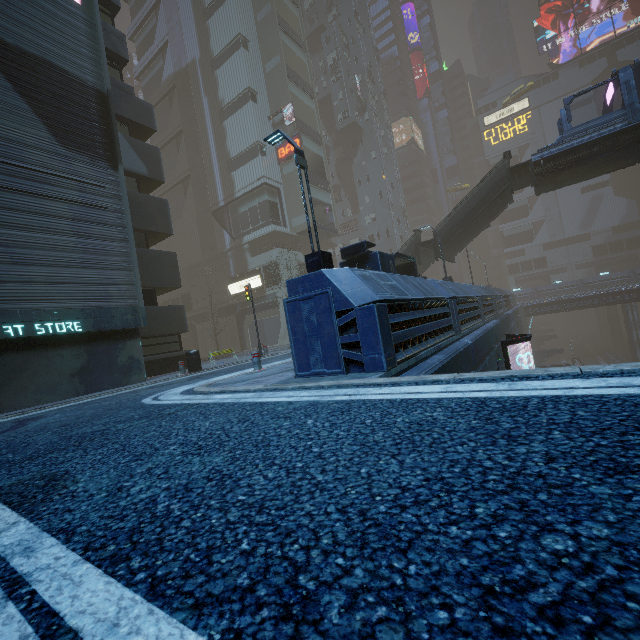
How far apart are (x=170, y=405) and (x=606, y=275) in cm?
6362

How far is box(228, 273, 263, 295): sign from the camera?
34.2 meters

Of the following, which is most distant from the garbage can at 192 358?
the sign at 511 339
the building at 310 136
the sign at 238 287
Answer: the sign at 238 287

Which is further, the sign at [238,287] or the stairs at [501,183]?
the sign at [238,287]

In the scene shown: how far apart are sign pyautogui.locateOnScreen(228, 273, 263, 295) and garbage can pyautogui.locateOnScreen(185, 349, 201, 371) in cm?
2055

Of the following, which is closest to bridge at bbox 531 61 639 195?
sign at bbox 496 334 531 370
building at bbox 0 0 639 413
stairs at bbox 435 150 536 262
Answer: stairs at bbox 435 150 536 262

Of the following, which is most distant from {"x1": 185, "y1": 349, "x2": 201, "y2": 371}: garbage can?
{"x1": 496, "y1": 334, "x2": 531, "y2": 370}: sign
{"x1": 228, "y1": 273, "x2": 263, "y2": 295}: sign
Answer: {"x1": 228, "y1": 273, "x2": 263, "y2": 295}: sign

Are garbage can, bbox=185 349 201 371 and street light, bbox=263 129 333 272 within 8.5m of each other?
yes
